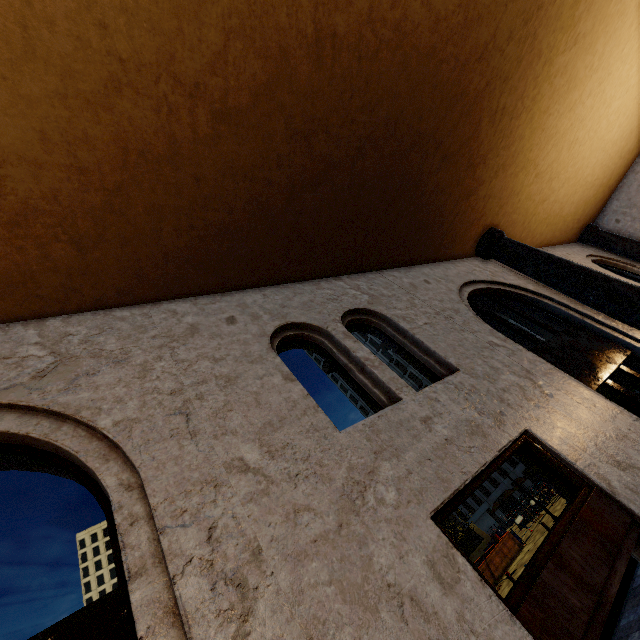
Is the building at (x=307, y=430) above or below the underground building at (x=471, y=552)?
above

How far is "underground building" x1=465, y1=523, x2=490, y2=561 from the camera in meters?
36.2 m

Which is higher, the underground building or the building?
the building

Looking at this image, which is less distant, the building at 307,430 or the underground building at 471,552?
the building at 307,430

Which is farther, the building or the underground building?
the underground building

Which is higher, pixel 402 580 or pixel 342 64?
pixel 342 64
